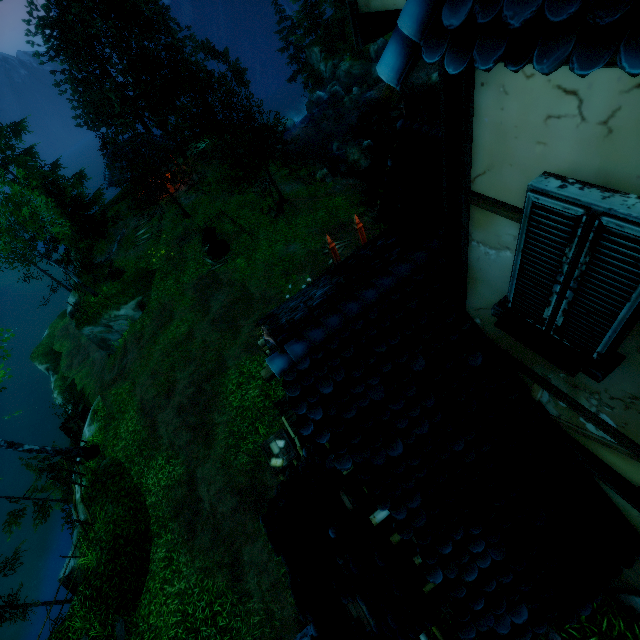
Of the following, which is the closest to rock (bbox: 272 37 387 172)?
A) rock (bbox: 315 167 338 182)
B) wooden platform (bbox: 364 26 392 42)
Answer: rock (bbox: 315 167 338 182)

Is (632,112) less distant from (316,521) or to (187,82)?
(316,521)

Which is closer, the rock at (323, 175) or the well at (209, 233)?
the well at (209, 233)

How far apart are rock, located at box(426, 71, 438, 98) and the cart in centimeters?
3630cm

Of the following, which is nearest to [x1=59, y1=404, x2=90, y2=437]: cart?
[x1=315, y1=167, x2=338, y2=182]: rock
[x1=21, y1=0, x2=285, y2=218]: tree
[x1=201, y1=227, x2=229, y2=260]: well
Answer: [x1=201, y1=227, x2=229, y2=260]: well

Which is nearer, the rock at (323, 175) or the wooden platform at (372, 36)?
the wooden platform at (372, 36)

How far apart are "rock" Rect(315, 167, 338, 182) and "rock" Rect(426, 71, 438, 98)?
12.3 meters

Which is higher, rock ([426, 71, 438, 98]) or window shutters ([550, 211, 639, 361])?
window shutters ([550, 211, 639, 361])
